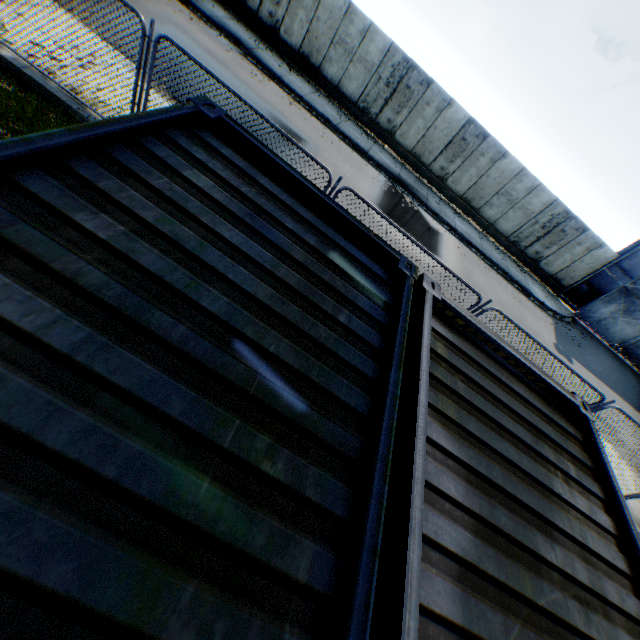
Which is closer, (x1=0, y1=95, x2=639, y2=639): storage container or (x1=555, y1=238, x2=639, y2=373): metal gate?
(x1=0, y1=95, x2=639, y2=639): storage container

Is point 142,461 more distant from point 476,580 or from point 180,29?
point 180,29

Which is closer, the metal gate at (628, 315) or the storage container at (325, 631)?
the storage container at (325, 631)
